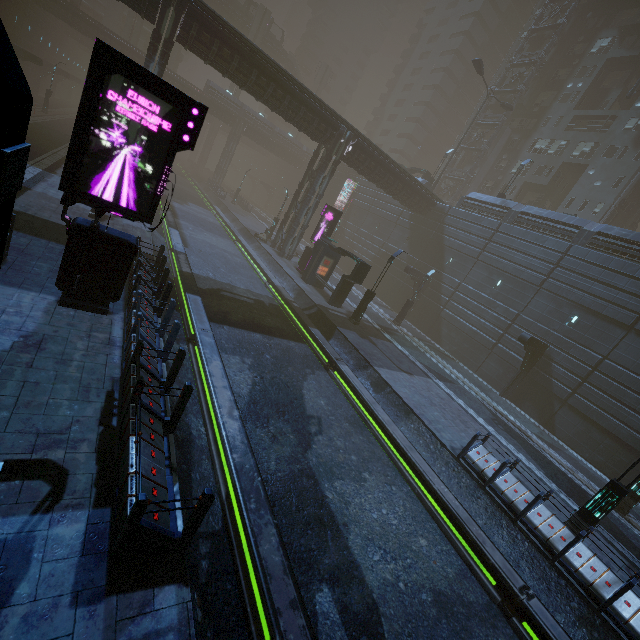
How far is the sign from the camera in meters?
6.9 m

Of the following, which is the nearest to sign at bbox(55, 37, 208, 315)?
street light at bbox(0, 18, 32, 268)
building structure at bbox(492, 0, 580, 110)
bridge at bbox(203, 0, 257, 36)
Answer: street light at bbox(0, 18, 32, 268)

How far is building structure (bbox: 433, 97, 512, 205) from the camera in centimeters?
4391cm

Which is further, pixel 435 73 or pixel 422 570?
pixel 435 73

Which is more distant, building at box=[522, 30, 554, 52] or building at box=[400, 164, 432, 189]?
building at box=[522, 30, 554, 52]

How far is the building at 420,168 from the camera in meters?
37.3 m

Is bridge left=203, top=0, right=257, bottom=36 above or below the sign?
above
